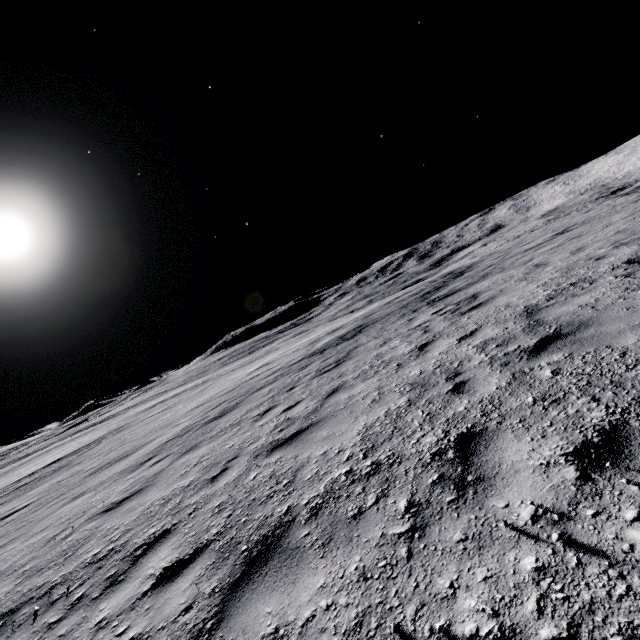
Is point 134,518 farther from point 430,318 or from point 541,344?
point 430,318
